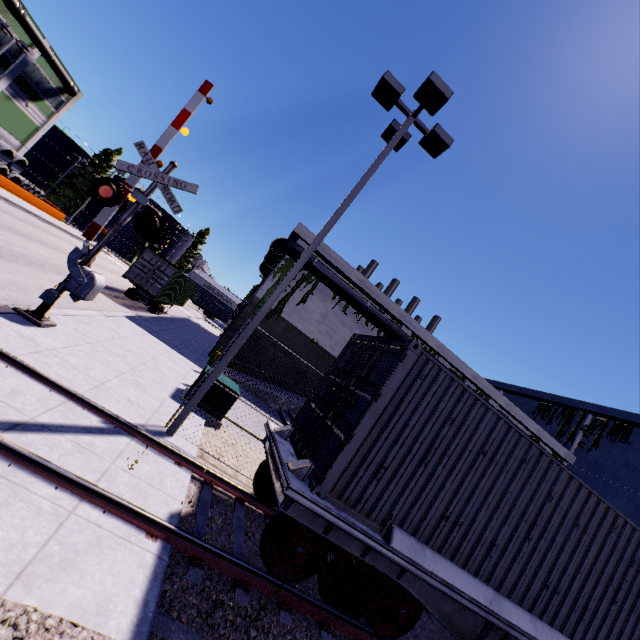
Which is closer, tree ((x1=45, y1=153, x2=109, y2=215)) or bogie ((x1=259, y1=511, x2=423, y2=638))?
bogie ((x1=259, y1=511, x2=423, y2=638))

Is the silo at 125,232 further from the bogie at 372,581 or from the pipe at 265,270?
the bogie at 372,581

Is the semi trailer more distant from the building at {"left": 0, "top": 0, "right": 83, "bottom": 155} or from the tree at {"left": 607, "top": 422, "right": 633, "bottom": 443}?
the tree at {"left": 607, "top": 422, "right": 633, "bottom": 443}

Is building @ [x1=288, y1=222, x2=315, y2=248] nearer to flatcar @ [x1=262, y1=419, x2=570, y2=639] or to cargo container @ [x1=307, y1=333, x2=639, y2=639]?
cargo container @ [x1=307, y1=333, x2=639, y2=639]

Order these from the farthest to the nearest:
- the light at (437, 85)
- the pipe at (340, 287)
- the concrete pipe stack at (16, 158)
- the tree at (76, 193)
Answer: the tree at (76, 193), the concrete pipe stack at (16, 158), the pipe at (340, 287), the light at (437, 85)

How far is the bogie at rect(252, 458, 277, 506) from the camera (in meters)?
6.42

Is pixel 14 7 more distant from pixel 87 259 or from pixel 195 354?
pixel 87 259

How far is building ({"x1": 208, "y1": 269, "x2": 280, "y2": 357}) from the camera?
20.7m
